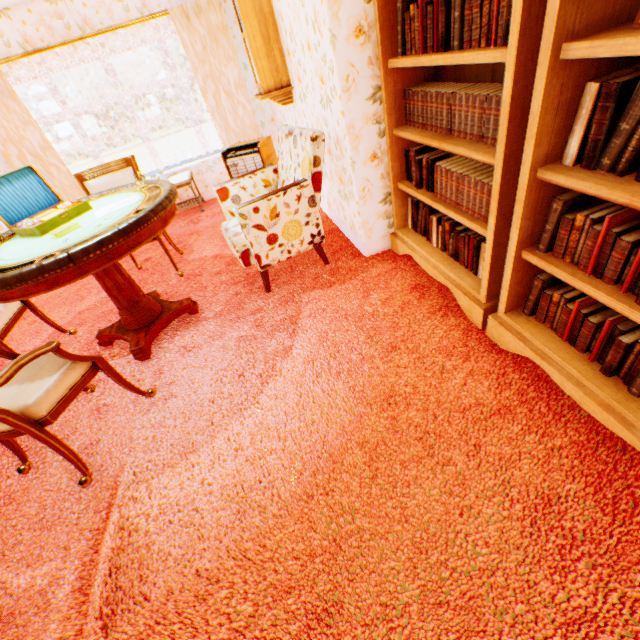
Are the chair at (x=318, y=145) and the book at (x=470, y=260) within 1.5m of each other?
yes

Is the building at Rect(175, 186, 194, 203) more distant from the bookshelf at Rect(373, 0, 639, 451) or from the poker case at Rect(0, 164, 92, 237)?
the poker case at Rect(0, 164, 92, 237)

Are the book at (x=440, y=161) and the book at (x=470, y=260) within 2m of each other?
yes

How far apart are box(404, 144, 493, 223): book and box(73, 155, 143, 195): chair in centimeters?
272cm

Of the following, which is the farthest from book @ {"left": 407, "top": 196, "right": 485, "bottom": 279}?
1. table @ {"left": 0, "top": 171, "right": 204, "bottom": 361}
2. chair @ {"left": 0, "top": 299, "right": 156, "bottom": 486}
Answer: chair @ {"left": 0, "top": 299, "right": 156, "bottom": 486}

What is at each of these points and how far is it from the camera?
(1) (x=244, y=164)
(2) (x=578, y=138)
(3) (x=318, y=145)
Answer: (1) dehumidifier, 4.4m
(2) book, 1.3m
(3) chair, 2.6m

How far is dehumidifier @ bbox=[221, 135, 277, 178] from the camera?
4.27m

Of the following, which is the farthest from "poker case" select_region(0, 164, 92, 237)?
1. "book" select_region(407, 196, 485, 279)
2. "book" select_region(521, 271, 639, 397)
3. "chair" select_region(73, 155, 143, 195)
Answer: "book" select_region(521, 271, 639, 397)
